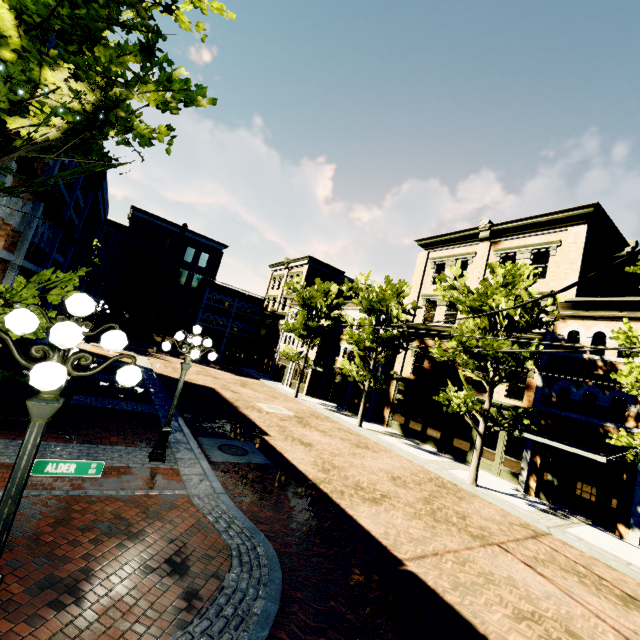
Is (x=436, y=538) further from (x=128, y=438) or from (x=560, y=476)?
(x=560, y=476)

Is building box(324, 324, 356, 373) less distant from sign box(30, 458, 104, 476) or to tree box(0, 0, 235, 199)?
tree box(0, 0, 235, 199)

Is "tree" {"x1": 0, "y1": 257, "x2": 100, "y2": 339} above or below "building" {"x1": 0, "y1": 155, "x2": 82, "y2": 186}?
below

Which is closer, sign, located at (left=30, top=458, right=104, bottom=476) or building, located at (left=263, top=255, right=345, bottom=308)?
sign, located at (left=30, top=458, right=104, bottom=476)

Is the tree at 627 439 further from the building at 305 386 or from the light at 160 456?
the light at 160 456

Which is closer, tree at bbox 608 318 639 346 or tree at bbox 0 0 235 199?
tree at bbox 0 0 235 199

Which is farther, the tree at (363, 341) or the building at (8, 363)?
the tree at (363, 341)

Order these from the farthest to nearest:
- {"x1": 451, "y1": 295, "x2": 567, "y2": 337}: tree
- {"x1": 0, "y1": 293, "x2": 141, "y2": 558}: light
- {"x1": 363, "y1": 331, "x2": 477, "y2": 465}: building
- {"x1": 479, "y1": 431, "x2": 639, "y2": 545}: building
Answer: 1. {"x1": 363, "y1": 331, "x2": 477, "y2": 465}: building
2. {"x1": 451, "y1": 295, "x2": 567, "y2": 337}: tree
3. {"x1": 479, "y1": 431, "x2": 639, "y2": 545}: building
4. {"x1": 0, "y1": 293, "x2": 141, "y2": 558}: light
